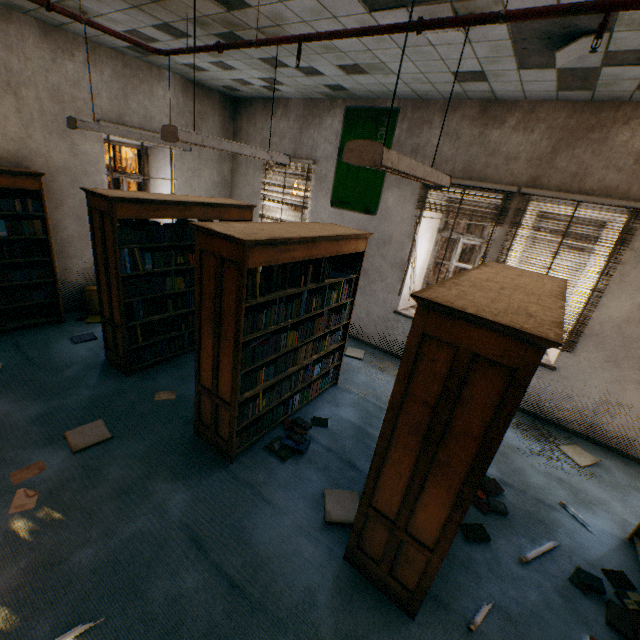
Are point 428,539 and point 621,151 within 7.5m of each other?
yes

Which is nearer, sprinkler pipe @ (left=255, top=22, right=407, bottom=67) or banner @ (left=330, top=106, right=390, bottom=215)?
sprinkler pipe @ (left=255, top=22, right=407, bottom=67)

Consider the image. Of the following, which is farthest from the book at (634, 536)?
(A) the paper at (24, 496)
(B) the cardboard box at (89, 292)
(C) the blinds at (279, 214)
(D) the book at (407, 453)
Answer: (B) the cardboard box at (89, 292)

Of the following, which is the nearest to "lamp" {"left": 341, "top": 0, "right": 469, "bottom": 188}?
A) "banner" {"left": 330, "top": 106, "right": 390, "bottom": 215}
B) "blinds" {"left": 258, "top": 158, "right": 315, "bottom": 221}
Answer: "banner" {"left": 330, "top": 106, "right": 390, "bottom": 215}

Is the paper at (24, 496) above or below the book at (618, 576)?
below

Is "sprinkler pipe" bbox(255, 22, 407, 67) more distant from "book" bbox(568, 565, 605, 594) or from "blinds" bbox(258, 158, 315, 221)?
"blinds" bbox(258, 158, 315, 221)

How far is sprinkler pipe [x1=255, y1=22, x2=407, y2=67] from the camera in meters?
2.2 m

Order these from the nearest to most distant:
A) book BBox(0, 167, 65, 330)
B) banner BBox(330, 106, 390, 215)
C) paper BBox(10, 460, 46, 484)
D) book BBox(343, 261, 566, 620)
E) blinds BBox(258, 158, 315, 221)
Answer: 1. book BBox(343, 261, 566, 620)
2. paper BBox(10, 460, 46, 484)
3. book BBox(0, 167, 65, 330)
4. banner BBox(330, 106, 390, 215)
5. blinds BBox(258, 158, 315, 221)
